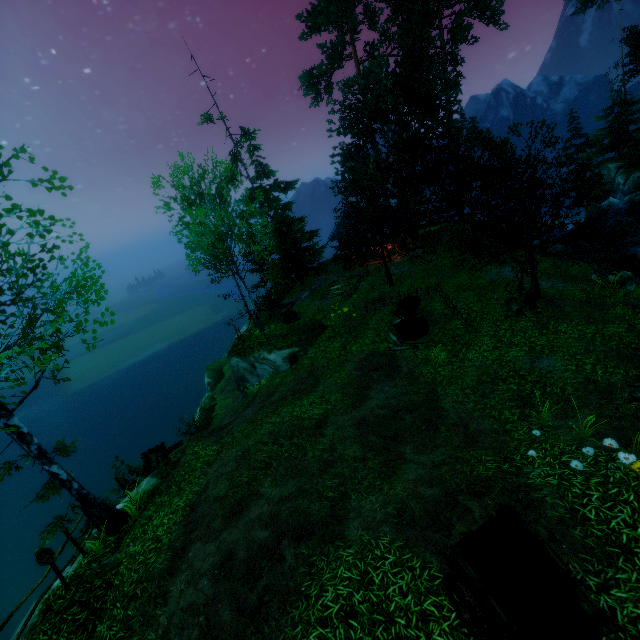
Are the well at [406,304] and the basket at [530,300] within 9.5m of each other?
yes

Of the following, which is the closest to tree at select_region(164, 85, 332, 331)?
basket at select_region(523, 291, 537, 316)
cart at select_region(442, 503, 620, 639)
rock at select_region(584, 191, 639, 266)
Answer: basket at select_region(523, 291, 537, 316)

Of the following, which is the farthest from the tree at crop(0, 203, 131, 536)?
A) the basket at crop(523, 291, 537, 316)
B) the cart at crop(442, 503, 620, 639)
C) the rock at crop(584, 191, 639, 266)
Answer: the rock at crop(584, 191, 639, 266)

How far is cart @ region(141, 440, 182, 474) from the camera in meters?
15.1

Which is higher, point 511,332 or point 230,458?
point 230,458

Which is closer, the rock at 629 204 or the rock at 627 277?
the rock at 627 277

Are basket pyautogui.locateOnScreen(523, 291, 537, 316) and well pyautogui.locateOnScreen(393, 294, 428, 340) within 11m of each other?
yes

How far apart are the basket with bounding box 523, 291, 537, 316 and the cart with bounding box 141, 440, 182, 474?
17.37m
